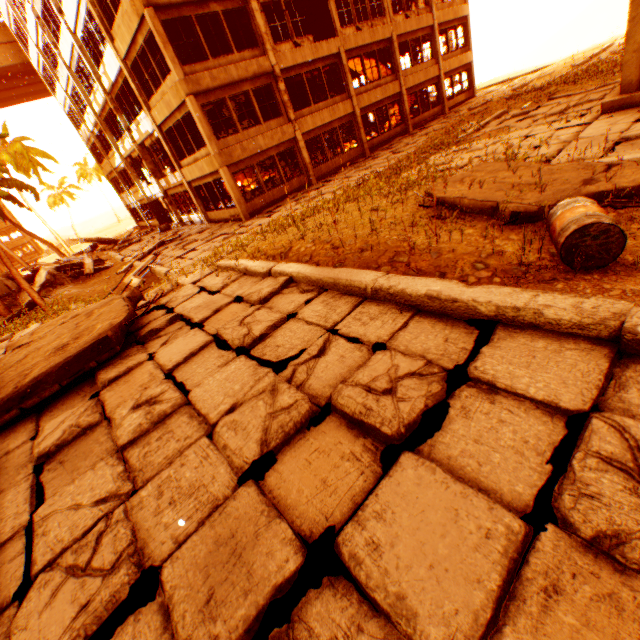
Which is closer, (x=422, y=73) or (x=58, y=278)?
(x=58, y=278)

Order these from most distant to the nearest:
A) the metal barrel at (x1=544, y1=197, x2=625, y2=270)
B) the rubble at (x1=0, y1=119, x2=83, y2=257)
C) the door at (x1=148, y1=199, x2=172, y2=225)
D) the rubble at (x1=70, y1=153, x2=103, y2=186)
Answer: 1. the rubble at (x1=70, y1=153, x2=103, y2=186)
2. the rubble at (x1=0, y1=119, x2=83, y2=257)
3. the door at (x1=148, y1=199, x2=172, y2=225)
4. the metal barrel at (x1=544, y1=197, x2=625, y2=270)

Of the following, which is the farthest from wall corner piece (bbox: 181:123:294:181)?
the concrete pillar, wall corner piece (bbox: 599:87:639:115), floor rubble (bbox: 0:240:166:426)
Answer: the concrete pillar

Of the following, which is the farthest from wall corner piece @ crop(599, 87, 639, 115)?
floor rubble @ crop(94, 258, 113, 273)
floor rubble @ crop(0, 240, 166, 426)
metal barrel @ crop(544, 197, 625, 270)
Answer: floor rubble @ crop(94, 258, 113, 273)

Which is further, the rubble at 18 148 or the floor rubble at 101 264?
the rubble at 18 148

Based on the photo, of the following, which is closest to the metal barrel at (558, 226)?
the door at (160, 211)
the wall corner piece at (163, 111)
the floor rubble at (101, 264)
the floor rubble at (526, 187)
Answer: the floor rubble at (526, 187)

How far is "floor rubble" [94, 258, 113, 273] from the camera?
19.7m

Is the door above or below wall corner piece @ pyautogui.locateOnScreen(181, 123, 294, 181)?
below
